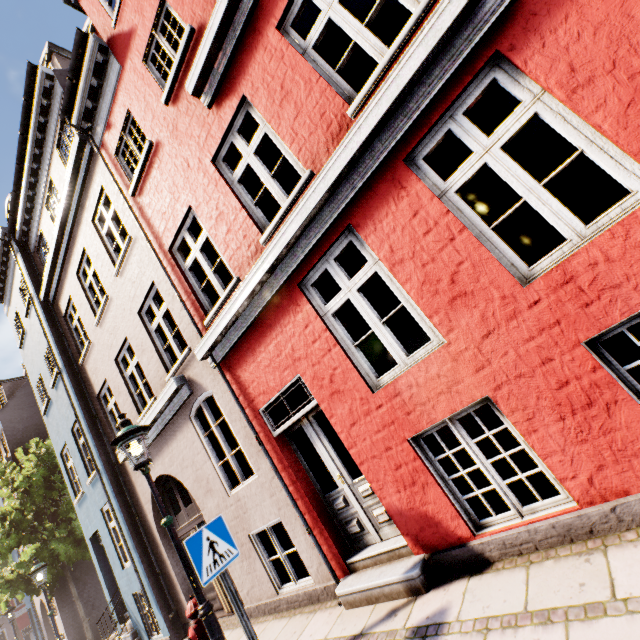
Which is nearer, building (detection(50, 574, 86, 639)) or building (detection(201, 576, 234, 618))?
building (detection(201, 576, 234, 618))

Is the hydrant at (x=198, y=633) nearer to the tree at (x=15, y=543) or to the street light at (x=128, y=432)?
the street light at (x=128, y=432)

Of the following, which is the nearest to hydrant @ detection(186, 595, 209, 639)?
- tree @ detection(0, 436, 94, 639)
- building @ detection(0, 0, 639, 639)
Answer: building @ detection(0, 0, 639, 639)

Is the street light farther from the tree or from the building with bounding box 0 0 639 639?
the tree

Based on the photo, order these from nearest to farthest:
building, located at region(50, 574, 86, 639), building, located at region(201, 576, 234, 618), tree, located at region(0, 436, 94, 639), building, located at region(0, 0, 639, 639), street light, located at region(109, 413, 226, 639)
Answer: building, located at region(0, 0, 639, 639)
street light, located at region(109, 413, 226, 639)
building, located at region(201, 576, 234, 618)
tree, located at region(0, 436, 94, 639)
building, located at region(50, 574, 86, 639)

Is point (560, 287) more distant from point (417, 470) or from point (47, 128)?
point (47, 128)

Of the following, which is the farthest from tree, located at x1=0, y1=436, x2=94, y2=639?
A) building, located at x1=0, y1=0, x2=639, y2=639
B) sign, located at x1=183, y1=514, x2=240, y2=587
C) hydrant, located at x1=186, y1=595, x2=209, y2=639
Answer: hydrant, located at x1=186, y1=595, x2=209, y2=639

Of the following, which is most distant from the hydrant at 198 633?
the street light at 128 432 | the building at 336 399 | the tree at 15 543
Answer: the tree at 15 543
